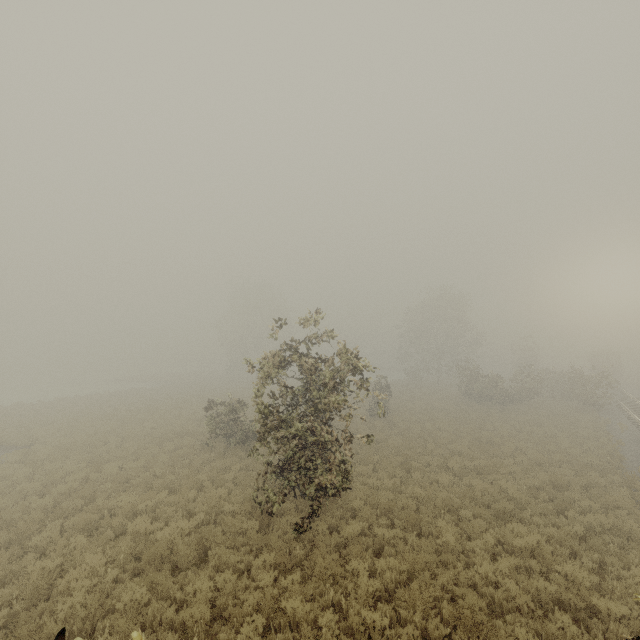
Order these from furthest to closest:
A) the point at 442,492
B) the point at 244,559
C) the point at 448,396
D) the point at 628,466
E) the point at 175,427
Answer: the point at 448,396
the point at 175,427
the point at 628,466
the point at 442,492
the point at 244,559

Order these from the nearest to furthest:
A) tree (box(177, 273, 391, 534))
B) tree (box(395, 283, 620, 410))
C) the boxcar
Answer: tree (box(177, 273, 391, 534)) < tree (box(395, 283, 620, 410)) < the boxcar

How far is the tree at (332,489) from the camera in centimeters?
930cm

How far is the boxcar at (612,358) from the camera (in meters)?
46.96

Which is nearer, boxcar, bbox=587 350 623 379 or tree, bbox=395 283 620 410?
tree, bbox=395 283 620 410

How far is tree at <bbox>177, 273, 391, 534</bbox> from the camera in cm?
930

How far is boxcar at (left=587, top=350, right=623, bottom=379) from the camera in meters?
47.0
